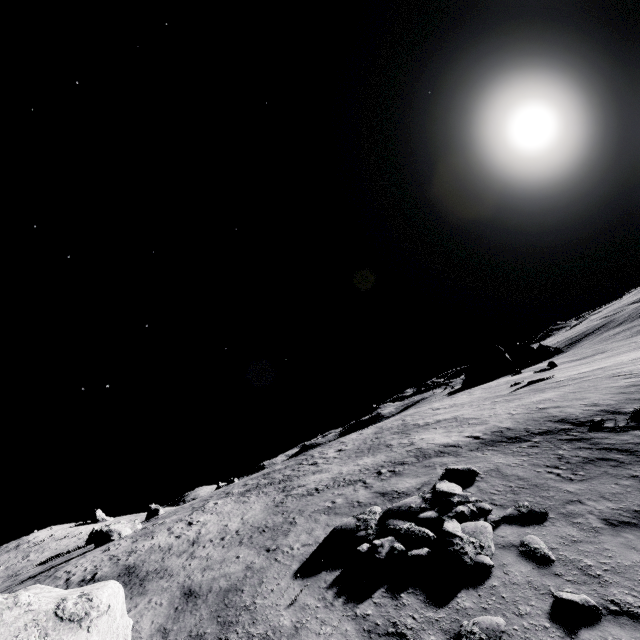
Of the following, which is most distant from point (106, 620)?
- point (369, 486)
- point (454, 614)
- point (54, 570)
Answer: point (54, 570)

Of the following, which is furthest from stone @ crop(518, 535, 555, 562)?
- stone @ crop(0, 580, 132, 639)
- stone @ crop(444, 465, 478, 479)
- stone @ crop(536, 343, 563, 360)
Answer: stone @ crop(536, 343, 563, 360)

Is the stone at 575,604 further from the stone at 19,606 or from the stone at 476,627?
the stone at 19,606

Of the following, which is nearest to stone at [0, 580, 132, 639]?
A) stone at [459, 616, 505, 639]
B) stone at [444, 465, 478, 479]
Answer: stone at [459, 616, 505, 639]

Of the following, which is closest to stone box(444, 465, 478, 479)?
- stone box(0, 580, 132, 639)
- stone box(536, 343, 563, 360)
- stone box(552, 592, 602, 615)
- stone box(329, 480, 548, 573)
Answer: stone box(329, 480, 548, 573)

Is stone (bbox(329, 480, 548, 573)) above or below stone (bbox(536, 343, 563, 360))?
below

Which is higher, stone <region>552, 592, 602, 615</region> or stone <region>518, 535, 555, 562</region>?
stone <region>518, 535, 555, 562</region>

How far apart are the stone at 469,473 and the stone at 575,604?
6.0 meters
